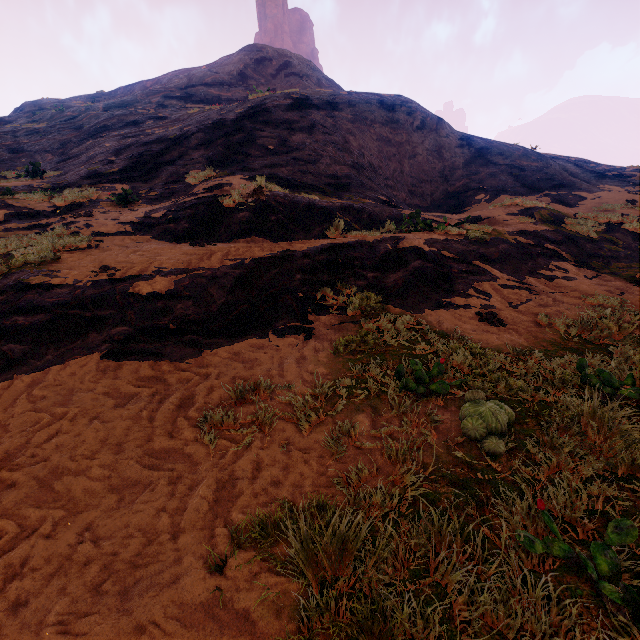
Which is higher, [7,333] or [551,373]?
[7,333]
